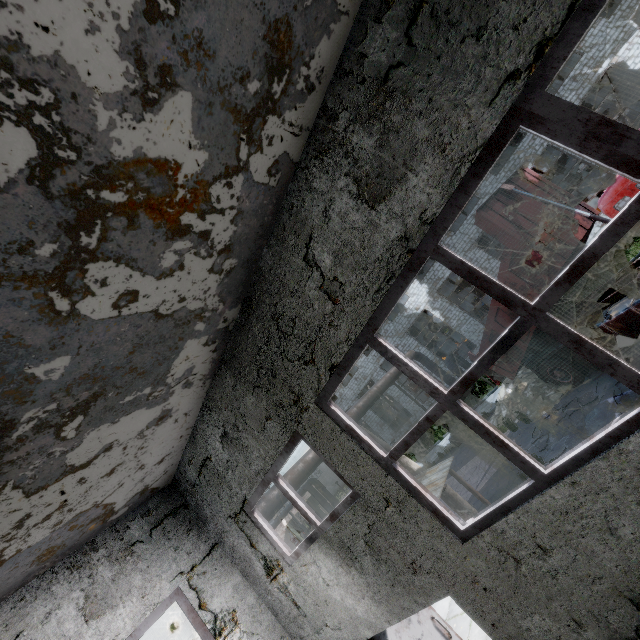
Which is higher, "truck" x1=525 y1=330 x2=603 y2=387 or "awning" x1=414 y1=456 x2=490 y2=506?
"awning" x1=414 y1=456 x2=490 y2=506

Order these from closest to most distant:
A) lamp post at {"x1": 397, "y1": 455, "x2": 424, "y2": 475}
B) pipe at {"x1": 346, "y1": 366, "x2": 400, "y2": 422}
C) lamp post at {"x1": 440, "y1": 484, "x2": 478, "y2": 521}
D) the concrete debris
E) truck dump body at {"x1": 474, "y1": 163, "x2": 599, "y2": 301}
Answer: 1. truck dump body at {"x1": 474, "y1": 163, "x2": 599, "y2": 301}
2. lamp post at {"x1": 440, "y1": 484, "x2": 478, "y2": 521}
3. lamp post at {"x1": 397, "y1": 455, "x2": 424, "y2": 475}
4. the concrete debris
5. pipe at {"x1": 346, "y1": 366, "x2": 400, "y2": 422}

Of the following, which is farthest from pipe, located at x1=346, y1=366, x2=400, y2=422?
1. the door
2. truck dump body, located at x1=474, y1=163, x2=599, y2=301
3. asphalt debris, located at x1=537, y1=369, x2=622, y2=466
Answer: asphalt debris, located at x1=537, y1=369, x2=622, y2=466

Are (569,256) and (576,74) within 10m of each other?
no

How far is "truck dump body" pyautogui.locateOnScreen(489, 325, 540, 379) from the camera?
10.8m

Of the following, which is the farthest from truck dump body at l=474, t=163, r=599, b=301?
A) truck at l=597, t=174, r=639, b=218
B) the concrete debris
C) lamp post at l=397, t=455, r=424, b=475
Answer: lamp post at l=397, t=455, r=424, b=475

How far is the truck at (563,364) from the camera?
10.4m

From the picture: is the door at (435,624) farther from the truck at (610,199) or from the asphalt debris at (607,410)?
the truck at (610,199)
